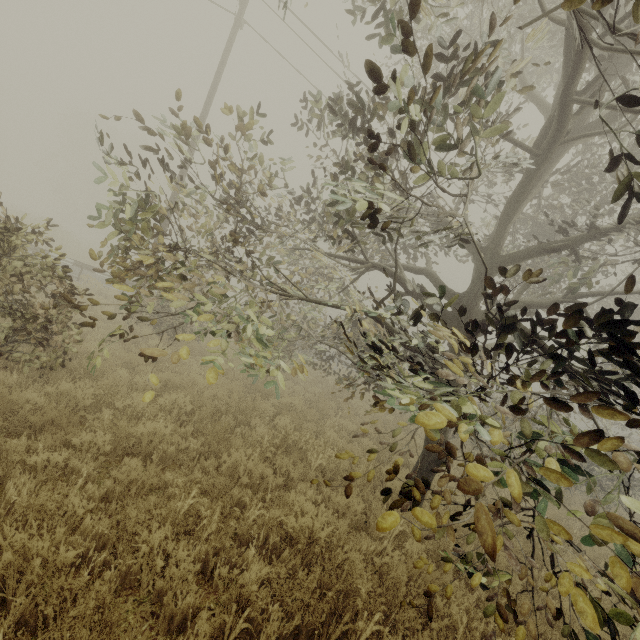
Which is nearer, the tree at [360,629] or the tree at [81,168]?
the tree at [81,168]

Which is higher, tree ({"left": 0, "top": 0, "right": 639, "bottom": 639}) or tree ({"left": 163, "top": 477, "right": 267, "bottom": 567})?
tree ({"left": 0, "top": 0, "right": 639, "bottom": 639})

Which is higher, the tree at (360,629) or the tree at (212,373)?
the tree at (212,373)

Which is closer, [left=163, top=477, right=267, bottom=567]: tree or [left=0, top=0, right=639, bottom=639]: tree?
[left=0, top=0, right=639, bottom=639]: tree

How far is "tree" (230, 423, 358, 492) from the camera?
5.0m

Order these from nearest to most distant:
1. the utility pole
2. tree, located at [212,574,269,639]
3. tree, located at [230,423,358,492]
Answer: tree, located at [212,574,269,639] < tree, located at [230,423,358,492] < the utility pole

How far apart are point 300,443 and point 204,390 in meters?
2.6
